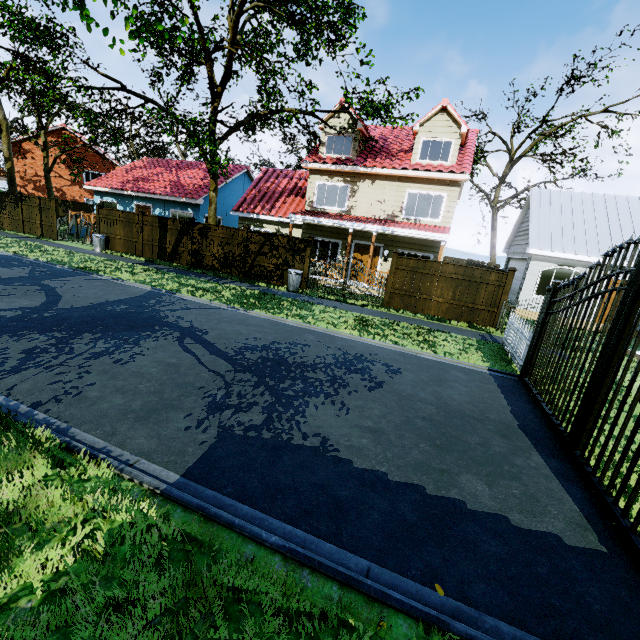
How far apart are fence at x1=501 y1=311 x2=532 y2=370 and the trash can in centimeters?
842cm

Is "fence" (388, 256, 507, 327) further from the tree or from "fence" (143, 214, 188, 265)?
the tree

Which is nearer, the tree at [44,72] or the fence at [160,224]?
the tree at [44,72]

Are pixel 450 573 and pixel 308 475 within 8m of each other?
yes

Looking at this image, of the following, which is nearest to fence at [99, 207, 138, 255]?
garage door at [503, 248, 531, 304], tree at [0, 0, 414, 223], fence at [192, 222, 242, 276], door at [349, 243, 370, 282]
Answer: tree at [0, 0, 414, 223]

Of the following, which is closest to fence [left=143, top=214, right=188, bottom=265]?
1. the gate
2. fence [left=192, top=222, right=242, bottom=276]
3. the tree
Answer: fence [left=192, top=222, right=242, bottom=276]

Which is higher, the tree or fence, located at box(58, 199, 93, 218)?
the tree

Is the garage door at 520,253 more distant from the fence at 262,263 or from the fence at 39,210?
the fence at 262,263
